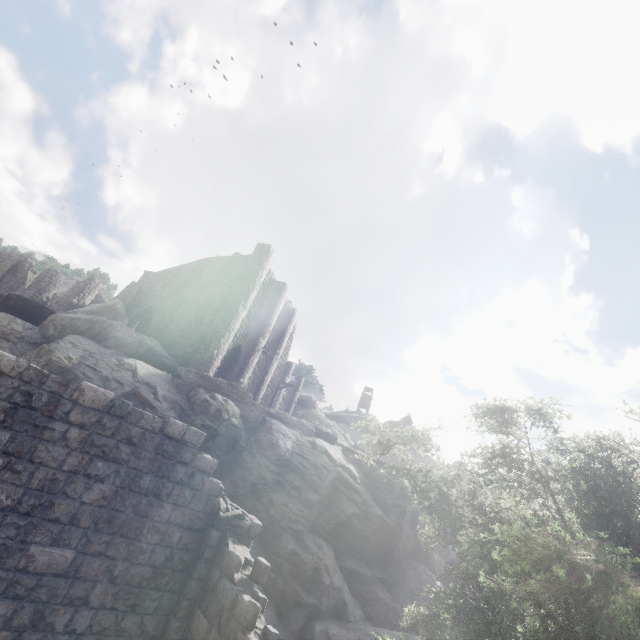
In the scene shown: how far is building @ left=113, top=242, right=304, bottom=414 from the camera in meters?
23.4

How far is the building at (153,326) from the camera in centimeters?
2342cm

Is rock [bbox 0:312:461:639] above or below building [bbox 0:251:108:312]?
below

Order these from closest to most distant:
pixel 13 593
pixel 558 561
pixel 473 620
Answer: pixel 558 561 → pixel 13 593 → pixel 473 620

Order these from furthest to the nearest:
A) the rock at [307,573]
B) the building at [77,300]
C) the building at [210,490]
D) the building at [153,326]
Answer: the building at [77,300], the building at [153,326], the rock at [307,573], the building at [210,490]

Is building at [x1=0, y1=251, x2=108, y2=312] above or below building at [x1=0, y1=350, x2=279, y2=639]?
above

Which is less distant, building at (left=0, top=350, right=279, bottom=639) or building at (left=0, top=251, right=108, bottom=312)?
building at (left=0, top=350, right=279, bottom=639)

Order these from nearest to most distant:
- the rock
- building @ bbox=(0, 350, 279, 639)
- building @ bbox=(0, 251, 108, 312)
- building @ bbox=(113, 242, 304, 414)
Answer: building @ bbox=(0, 350, 279, 639), the rock, building @ bbox=(113, 242, 304, 414), building @ bbox=(0, 251, 108, 312)
